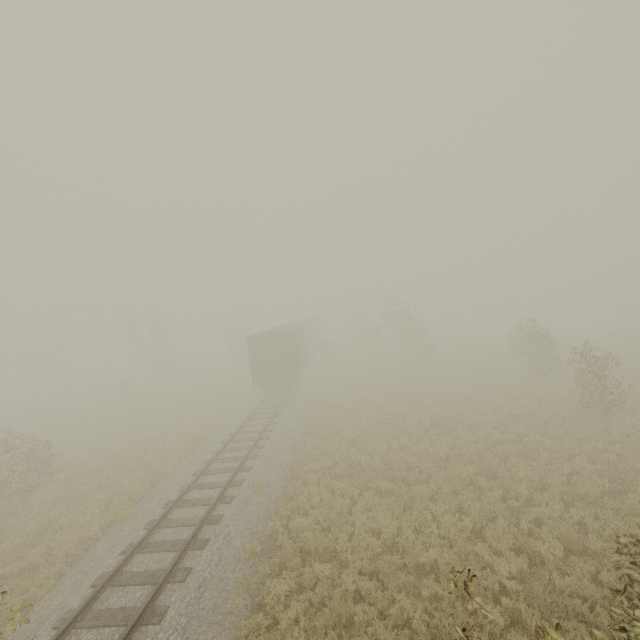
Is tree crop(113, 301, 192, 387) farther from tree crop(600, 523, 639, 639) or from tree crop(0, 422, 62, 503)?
tree crop(600, 523, 639, 639)

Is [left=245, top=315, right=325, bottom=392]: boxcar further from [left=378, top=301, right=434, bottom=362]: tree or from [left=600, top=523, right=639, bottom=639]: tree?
[left=600, top=523, right=639, bottom=639]: tree

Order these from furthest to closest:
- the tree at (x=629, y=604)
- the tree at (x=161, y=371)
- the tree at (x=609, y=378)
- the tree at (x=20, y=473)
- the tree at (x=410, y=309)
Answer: the tree at (x=161, y=371) < the tree at (x=410, y=309) < the tree at (x=609, y=378) < the tree at (x=20, y=473) < the tree at (x=629, y=604)

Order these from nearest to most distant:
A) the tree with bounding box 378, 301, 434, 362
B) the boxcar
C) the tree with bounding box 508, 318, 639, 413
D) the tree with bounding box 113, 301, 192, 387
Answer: the tree with bounding box 508, 318, 639, 413 < the boxcar < the tree with bounding box 378, 301, 434, 362 < the tree with bounding box 113, 301, 192, 387

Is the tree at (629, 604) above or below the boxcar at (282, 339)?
below

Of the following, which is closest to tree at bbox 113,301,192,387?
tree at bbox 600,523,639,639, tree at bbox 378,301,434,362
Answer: tree at bbox 378,301,434,362

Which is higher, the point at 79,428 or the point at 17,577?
the point at 79,428

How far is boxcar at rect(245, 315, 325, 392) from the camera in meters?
23.7
